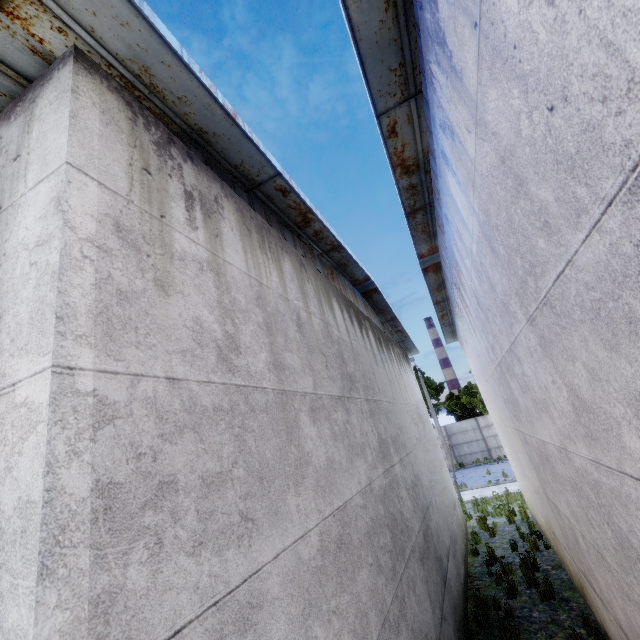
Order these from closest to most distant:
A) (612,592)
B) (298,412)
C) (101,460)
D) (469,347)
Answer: (101,460)
(298,412)
(612,592)
(469,347)
